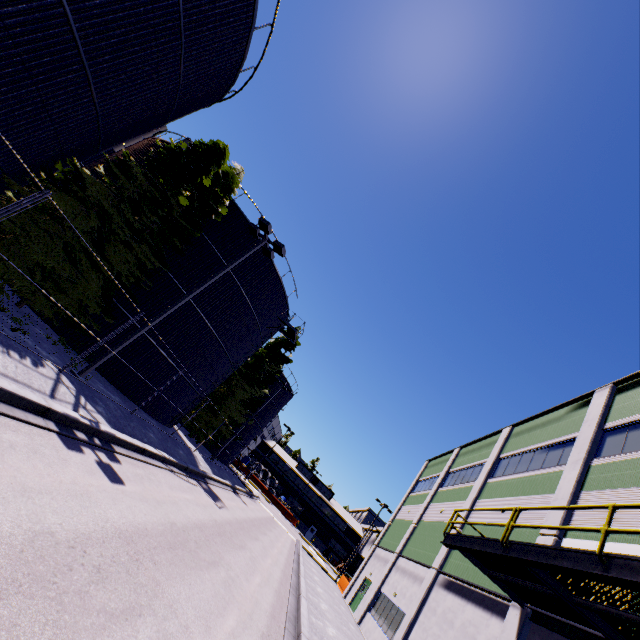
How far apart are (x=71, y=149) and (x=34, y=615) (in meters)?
12.98

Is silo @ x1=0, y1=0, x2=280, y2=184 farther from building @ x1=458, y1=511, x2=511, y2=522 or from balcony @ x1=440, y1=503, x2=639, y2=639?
balcony @ x1=440, y1=503, x2=639, y2=639

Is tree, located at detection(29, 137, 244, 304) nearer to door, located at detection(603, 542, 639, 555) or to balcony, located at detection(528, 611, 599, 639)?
balcony, located at detection(528, 611, 599, 639)

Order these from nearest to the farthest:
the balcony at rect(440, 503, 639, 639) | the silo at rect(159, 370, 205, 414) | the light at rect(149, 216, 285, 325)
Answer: the balcony at rect(440, 503, 639, 639) < the light at rect(149, 216, 285, 325) < the silo at rect(159, 370, 205, 414)

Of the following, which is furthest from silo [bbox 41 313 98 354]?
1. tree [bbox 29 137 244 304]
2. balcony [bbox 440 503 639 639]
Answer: balcony [bbox 440 503 639 639]

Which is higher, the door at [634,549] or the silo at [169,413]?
the door at [634,549]

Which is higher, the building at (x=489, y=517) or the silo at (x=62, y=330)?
the building at (x=489, y=517)

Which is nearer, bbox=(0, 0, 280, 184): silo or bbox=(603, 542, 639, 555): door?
bbox=(0, 0, 280, 184): silo
